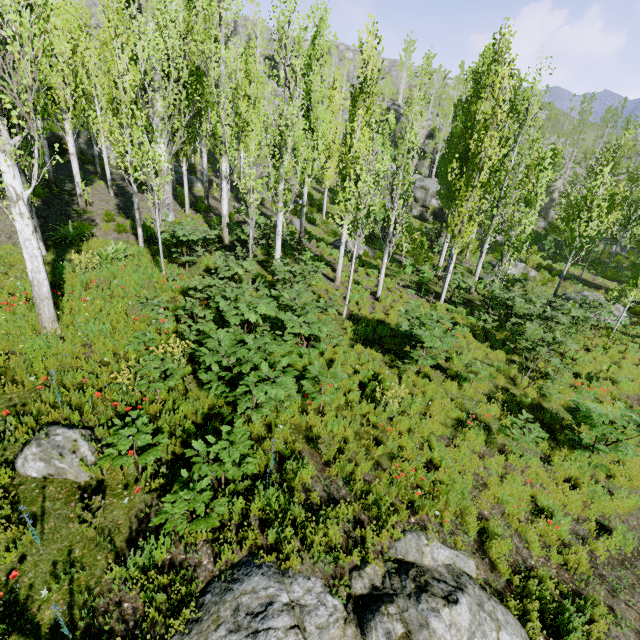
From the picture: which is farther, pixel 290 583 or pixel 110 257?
pixel 110 257

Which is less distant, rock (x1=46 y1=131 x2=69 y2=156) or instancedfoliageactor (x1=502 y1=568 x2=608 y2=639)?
instancedfoliageactor (x1=502 y1=568 x2=608 y2=639)

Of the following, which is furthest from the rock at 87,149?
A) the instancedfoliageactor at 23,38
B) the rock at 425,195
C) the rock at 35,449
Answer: the rock at 35,449

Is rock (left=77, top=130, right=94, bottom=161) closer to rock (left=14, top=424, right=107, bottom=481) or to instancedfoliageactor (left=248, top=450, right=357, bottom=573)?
instancedfoliageactor (left=248, top=450, right=357, bottom=573)

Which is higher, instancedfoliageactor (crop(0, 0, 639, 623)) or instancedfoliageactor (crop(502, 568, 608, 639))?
instancedfoliageactor (crop(0, 0, 639, 623))

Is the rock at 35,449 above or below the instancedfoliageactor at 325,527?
above

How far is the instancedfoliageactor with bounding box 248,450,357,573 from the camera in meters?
4.7 m

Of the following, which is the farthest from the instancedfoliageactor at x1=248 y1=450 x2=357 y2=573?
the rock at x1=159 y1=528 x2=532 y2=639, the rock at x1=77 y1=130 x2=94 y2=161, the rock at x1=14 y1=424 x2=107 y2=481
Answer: the rock at x1=159 y1=528 x2=532 y2=639
